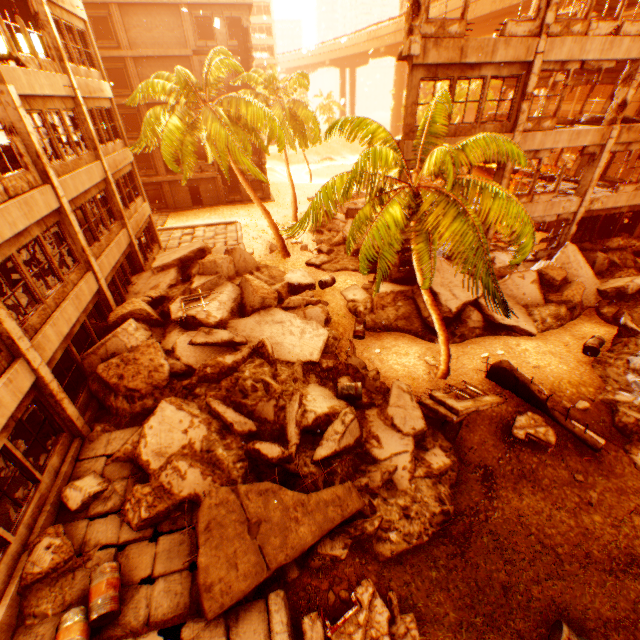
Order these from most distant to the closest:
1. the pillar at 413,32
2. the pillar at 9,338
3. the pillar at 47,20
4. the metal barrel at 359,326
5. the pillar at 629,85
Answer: the metal barrel at 359,326 → the pillar at 629,85 → the pillar at 47,20 → the pillar at 413,32 → the pillar at 9,338

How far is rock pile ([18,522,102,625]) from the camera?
6.6 meters

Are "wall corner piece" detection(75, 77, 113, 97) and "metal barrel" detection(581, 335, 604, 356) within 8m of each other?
no

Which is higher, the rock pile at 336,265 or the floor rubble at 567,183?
the floor rubble at 567,183

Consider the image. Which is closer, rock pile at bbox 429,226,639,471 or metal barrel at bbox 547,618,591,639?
metal barrel at bbox 547,618,591,639

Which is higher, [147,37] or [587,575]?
[147,37]

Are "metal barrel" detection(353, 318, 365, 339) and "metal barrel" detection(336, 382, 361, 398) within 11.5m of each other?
yes

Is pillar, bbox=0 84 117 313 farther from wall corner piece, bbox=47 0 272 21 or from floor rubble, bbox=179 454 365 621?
wall corner piece, bbox=47 0 272 21
